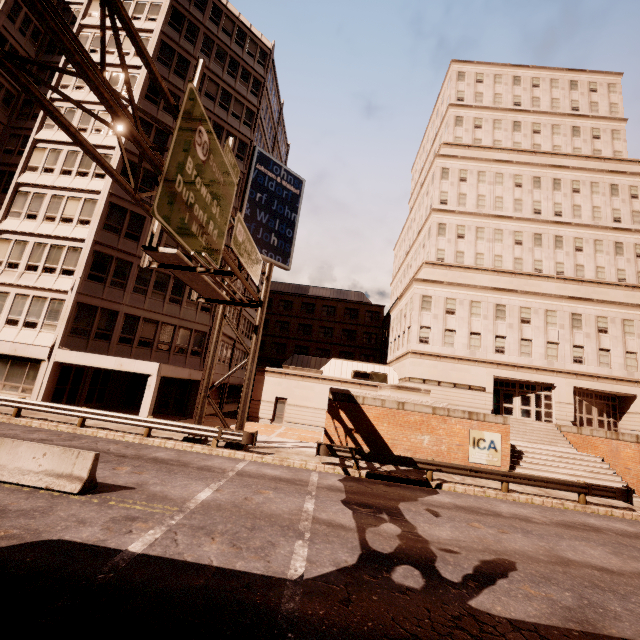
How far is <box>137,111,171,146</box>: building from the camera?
24.7 meters

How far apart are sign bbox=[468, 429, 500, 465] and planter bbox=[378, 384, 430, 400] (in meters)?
2.55

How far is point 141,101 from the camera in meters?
24.7

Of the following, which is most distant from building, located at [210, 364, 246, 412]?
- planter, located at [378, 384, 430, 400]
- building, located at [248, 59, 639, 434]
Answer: planter, located at [378, 384, 430, 400]

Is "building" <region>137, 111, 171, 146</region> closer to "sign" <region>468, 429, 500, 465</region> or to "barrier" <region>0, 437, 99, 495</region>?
"barrier" <region>0, 437, 99, 495</region>

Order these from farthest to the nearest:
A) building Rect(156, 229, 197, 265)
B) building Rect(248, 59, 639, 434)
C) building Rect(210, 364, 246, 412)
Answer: building Rect(210, 364, 246, 412) → building Rect(248, 59, 639, 434) → building Rect(156, 229, 197, 265)

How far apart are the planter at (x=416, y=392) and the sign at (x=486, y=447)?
2.55m

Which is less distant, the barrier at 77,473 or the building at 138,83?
the barrier at 77,473
